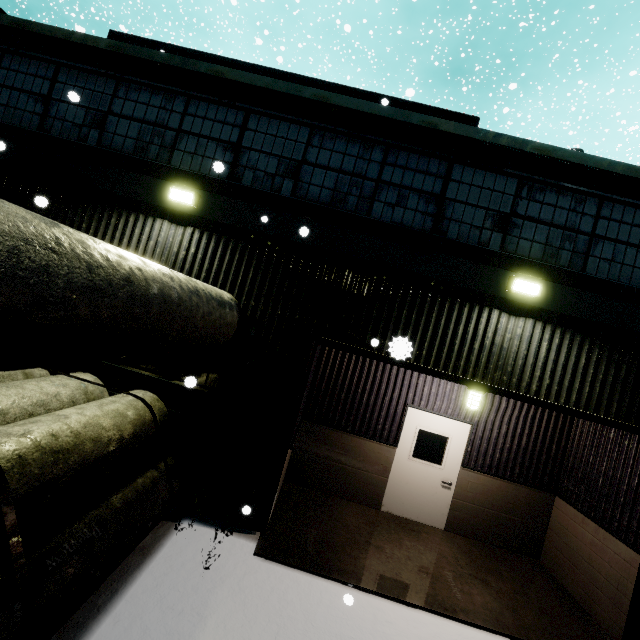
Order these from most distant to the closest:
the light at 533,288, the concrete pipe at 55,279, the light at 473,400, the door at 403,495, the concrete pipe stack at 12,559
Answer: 1. the door at 403,495
2. the light at 473,400
3. the light at 533,288
4. the concrete pipe stack at 12,559
5. the concrete pipe at 55,279

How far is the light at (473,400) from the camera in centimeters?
601cm

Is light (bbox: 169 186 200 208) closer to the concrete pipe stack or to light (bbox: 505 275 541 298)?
the concrete pipe stack

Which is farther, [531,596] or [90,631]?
[531,596]

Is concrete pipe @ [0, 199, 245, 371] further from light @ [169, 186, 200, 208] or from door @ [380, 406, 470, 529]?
light @ [169, 186, 200, 208]

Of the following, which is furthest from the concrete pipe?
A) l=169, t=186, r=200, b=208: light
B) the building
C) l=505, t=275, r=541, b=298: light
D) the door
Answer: l=505, t=275, r=541, b=298: light

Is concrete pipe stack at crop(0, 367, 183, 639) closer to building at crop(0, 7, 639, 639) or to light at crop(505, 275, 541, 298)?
building at crop(0, 7, 639, 639)

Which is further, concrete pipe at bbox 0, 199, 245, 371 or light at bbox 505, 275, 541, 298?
light at bbox 505, 275, 541, 298
